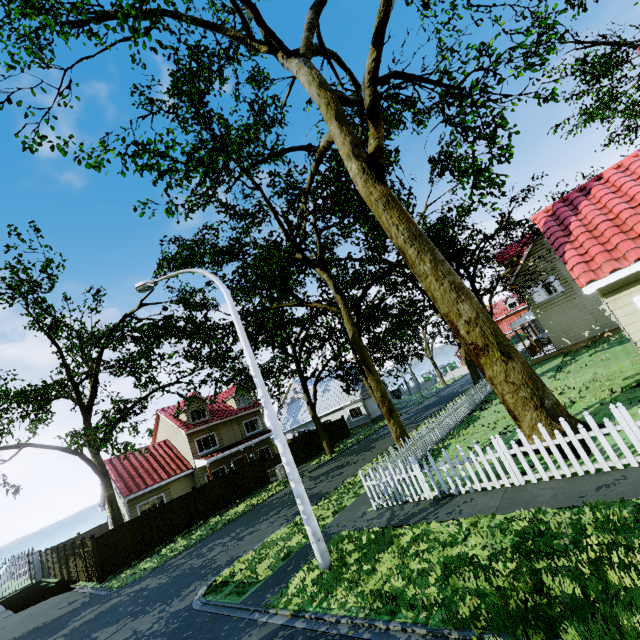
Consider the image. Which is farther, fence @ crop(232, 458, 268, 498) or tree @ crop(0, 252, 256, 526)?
fence @ crop(232, 458, 268, 498)

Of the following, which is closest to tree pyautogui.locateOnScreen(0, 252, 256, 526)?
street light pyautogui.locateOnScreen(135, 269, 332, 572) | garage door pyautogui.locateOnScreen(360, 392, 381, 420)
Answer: garage door pyautogui.locateOnScreen(360, 392, 381, 420)

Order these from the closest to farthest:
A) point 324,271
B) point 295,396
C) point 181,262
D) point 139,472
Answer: point 324,271, point 181,262, point 139,472, point 295,396

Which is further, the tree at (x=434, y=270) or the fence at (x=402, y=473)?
the tree at (x=434, y=270)

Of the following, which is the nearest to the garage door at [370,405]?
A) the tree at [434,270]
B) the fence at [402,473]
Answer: the tree at [434,270]

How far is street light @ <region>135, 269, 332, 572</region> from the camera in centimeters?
734cm

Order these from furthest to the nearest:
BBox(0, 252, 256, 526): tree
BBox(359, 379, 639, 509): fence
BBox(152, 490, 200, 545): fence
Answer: BBox(152, 490, 200, 545): fence
BBox(0, 252, 256, 526): tree
BBox(359, 379, 639, 509): fence

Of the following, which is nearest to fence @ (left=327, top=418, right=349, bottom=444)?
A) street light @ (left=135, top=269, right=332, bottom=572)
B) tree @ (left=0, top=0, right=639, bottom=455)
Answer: tree @ (left=0, top=0, right=639, bottom=455)
